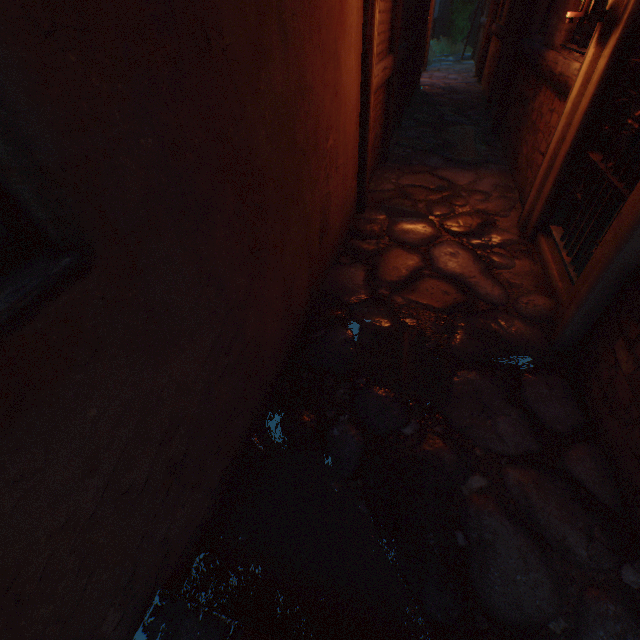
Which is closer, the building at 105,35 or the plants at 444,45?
the building at 105,35

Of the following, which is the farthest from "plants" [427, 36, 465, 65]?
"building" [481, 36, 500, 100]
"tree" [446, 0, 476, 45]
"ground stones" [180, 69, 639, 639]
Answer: "building" [481, 36, 500, 100]

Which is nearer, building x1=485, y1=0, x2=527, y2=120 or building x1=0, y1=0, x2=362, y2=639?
building x1=0, y1=0, x2=362, y2=639

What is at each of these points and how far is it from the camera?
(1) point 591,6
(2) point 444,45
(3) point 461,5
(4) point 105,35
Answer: (1) lantern, 2.4m
(2) plants, 17.1m
(3) tree, 16.0m
(4) building, 0.7m

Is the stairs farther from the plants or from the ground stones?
the plants

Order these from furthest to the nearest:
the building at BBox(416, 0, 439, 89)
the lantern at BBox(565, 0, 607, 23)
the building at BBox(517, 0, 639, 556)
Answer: the building at BBox(416, 0, 439, 89)
the lantern at BBox(565, 0, 607, 23)
the building at BBox(517, 0, 639, 556)

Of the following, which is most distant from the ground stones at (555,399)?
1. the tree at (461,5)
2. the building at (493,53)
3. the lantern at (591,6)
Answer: the tree at (461,5)

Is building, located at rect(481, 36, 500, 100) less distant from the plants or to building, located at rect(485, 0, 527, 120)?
building, located at rect(485, 0, 527, 120)
